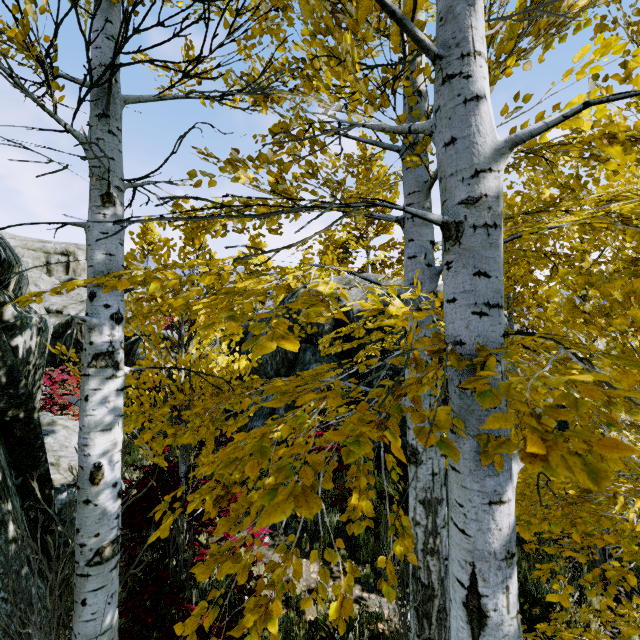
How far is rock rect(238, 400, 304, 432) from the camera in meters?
8.3 m

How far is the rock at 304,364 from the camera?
8.64m

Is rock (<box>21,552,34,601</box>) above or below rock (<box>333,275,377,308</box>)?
below

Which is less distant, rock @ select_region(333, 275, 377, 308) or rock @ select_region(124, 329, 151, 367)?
rock @ select_region(333, 275, 377, 308)

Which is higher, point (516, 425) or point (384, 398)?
point (384, 398)

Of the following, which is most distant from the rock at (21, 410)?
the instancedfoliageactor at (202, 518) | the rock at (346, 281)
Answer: the rock at (346, 281)

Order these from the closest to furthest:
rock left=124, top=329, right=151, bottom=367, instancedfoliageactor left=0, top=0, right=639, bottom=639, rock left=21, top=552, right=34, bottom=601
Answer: instancedfoliageactor left=0, top=0, right=639, bottom=639 < rock left=21, top=552, right=34, bottom=601 < rock left=124, top=329, right=151, bottom=367

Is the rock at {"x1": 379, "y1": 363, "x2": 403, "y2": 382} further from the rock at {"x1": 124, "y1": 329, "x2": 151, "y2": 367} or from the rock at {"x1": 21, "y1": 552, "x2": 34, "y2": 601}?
the rock at {"x1": 21, "y1": 552, "x2": 34, "y2": 601}
